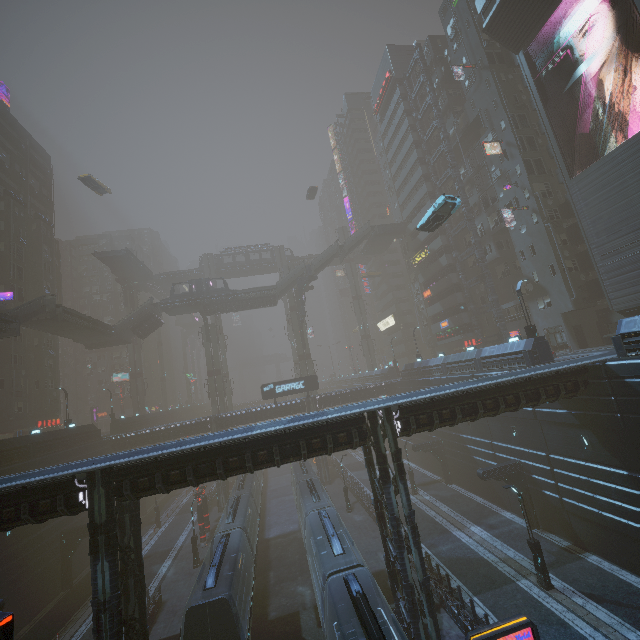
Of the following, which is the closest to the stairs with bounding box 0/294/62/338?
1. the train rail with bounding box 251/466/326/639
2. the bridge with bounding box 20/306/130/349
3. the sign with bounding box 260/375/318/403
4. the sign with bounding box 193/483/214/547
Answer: the bridge with bounding box 20/306/130/349

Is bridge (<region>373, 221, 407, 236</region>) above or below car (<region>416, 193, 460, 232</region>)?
above

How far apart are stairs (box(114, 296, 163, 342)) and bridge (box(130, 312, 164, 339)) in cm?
1

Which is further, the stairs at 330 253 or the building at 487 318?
the stairs at 330 253

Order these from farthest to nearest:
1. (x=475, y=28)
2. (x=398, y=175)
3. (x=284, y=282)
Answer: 1. (x=398, y=175)
2. (x=284, y=282)
3. (x=475, y=28)

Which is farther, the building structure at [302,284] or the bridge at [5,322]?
the building structure at [302,284]

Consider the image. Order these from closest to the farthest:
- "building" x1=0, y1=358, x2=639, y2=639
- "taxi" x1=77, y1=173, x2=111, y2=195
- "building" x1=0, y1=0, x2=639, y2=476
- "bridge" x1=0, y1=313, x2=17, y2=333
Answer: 1. "building" x1=0, y1=358, x2=639, y2=639
2. "building" x1=0, y1=0, x2=639, y2=476
3. "bridge" x1=0, y1=313, x2=17, y2=333
4. "taxi" x1=77, y1=173, x2=111, y2=195

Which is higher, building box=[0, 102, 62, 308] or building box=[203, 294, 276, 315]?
building box=[0, 102, 62, 308]
